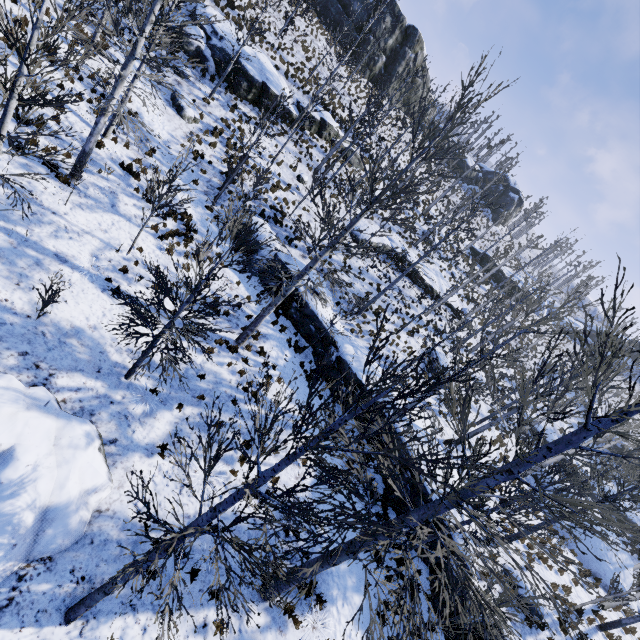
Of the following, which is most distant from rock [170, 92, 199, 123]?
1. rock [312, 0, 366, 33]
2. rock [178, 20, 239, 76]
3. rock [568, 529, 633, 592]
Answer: rock [568, 529, 633, 592]

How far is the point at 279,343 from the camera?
15.70m

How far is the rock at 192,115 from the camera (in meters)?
17.83

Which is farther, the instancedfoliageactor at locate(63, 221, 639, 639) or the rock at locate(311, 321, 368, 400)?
the rock at locate(311, 321, 368, 400)

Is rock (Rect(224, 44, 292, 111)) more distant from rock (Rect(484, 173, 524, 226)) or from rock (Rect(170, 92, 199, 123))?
rock (Rect(484, 173, 524, 226))

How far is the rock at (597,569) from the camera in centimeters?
1927cm

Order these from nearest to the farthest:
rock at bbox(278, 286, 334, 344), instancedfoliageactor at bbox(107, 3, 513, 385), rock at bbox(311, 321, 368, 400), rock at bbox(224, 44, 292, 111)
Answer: instancedfoliageactor at bbox(107, 3, 513, 385)
rock at bbox(311, 321, 368, 400)
rock at bbox(278, 286, 334, 344)
rock at bbox(224, 44, 292, 111)

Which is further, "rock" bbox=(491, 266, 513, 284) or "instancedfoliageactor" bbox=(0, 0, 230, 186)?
"rock" bbox=(491, 266, 513, 284)
